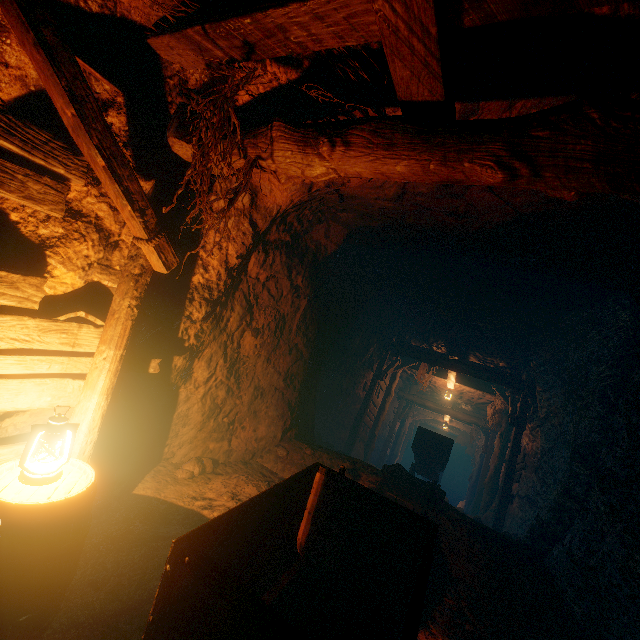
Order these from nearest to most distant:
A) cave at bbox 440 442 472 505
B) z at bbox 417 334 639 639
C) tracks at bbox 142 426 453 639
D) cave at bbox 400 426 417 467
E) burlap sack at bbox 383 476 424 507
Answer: tracks at bbox 142 426 453 639 → z at bbox 417 334 639 639 → burlap sack at bbox 383 476 424 507 → cave at bbox 440 442 472 505 → cave at bbox 400 426 417 467

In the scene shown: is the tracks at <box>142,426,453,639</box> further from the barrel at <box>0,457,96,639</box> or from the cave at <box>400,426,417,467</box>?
the barrel at <box>0,457,96,639</box>

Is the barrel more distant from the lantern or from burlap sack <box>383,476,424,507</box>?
burlap sack <box>383,476,424,507</box>

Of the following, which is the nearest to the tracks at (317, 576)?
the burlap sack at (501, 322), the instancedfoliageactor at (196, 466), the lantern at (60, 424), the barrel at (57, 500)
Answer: the burlap sack at (501, 322)

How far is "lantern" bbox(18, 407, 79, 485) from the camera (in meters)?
2.12

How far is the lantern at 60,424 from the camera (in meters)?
2.12

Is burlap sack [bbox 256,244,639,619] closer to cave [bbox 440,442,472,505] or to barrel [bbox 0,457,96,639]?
cave [bbox 440,442,472,505]

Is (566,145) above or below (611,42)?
below
